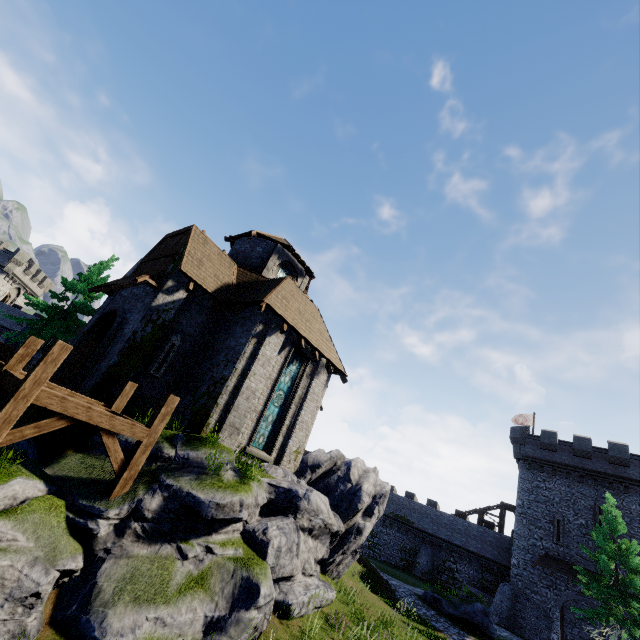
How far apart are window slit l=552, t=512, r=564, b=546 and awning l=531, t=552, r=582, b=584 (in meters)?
0.74

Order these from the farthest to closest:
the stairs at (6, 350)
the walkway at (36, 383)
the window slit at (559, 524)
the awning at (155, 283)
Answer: the window slit at (559, 524) < the awning at (155, 283) < the stairs at (6, 350) < the walkway at (36, 383)

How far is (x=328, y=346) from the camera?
17.52m

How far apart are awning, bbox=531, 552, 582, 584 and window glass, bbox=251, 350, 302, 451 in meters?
28.7

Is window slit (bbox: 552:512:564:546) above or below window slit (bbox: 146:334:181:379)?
above

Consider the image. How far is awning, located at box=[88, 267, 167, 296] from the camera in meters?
13.1 m

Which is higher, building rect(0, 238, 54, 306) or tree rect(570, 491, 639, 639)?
building rect(0, 238, 54, 306)

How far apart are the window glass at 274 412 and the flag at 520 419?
35.7 meters
